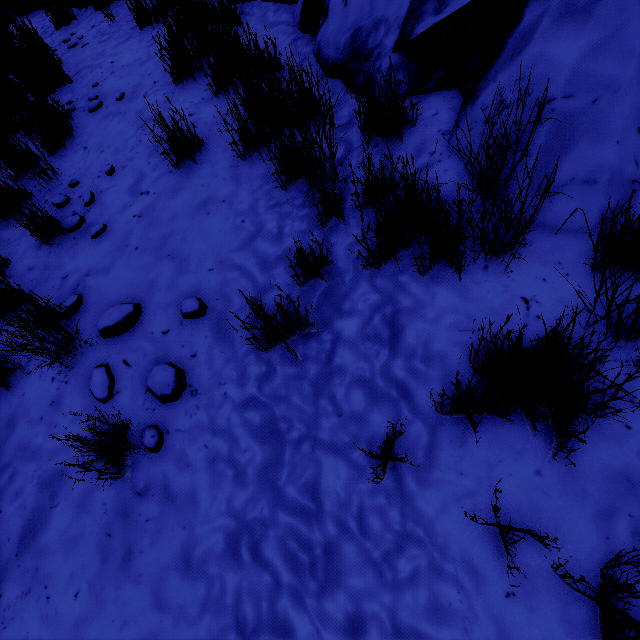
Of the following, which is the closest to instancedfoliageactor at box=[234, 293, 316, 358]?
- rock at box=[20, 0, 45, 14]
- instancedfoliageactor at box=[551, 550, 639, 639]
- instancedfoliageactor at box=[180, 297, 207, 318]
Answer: instancedfoliageactor at box=[180, 297, 207, 318]

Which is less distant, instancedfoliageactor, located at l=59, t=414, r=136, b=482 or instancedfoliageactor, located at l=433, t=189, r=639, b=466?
instancedfoliageactor, located at l=433, t=189, r=639, b=466

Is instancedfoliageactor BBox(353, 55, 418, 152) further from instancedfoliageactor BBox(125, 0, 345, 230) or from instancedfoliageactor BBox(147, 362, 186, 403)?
instancedfoliageactor BBox(147, 362, 186, 403)

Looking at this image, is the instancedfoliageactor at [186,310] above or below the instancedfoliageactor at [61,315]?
below

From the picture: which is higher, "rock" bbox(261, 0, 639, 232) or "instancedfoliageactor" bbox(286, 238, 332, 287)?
"rock" bbox(261, 0, 639, 232)

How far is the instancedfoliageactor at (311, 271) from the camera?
1.78m

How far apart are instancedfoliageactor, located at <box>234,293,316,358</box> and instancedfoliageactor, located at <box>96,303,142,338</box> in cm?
55

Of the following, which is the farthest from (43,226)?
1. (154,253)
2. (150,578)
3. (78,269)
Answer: (150,578)
